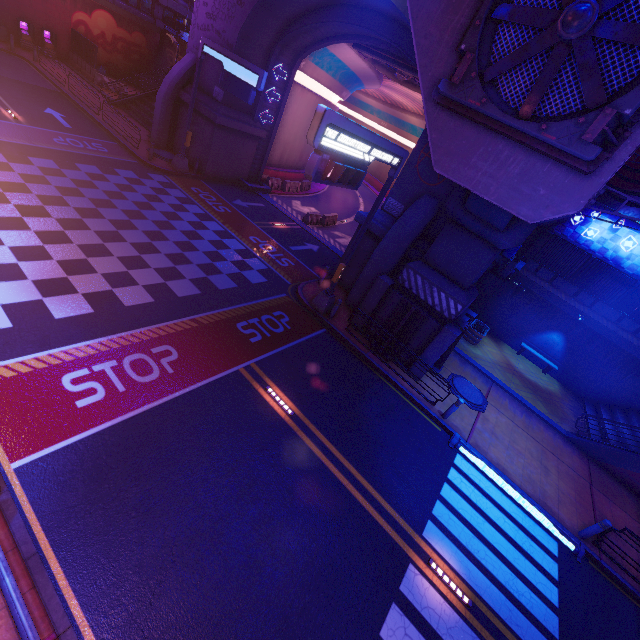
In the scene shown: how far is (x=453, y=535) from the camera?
8.86m

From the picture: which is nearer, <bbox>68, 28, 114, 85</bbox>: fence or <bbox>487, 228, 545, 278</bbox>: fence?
<bbox>487, 228, 545, 278</bbox>: fence

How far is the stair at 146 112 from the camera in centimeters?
2528cm

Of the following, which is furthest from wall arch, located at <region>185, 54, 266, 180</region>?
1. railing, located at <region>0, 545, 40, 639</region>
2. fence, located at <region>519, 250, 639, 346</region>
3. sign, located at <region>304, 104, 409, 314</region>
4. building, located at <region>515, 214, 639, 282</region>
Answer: railing, located at <region>0, 545, 40, 639</region>

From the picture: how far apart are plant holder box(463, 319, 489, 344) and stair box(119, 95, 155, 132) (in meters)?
25.67

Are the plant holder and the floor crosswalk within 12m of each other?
yes

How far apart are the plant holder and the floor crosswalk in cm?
837

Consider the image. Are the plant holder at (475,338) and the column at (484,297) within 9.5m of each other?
yes
